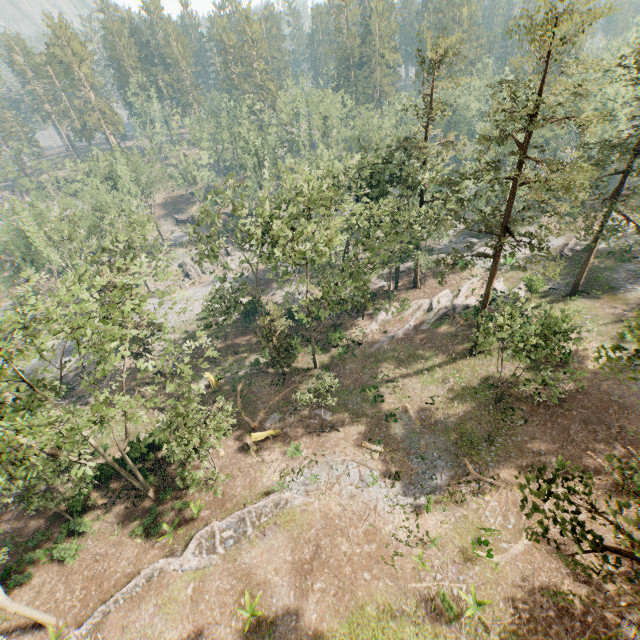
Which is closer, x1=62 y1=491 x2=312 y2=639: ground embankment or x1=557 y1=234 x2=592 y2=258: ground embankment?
x1=62 y1=491 x2=312 y2=639: ground embankment

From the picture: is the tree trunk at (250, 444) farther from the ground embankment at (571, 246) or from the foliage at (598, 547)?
the ground embankment at (571, 246)

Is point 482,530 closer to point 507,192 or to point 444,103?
point 507,192

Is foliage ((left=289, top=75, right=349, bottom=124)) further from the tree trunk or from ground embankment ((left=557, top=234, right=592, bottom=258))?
the tree trunk

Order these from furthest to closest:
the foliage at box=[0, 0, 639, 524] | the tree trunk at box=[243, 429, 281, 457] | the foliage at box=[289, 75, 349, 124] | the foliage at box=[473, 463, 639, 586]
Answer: the foliage at box=[289, 75, 349, 124] → the tree trunk at box=[243, 429, 281, 457] → the foliage at box=[0, 0, 639, 524] → the foliage at box=[473, 463, 639, 586]

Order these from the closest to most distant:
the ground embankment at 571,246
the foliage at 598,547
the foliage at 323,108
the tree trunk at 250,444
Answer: the foliage at 598,547, the tree trunk at 250,444, the ground embankment at 571,246, the foliage at 323,108

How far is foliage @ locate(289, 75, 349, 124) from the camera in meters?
56.2 m

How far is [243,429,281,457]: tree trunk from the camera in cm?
2834
